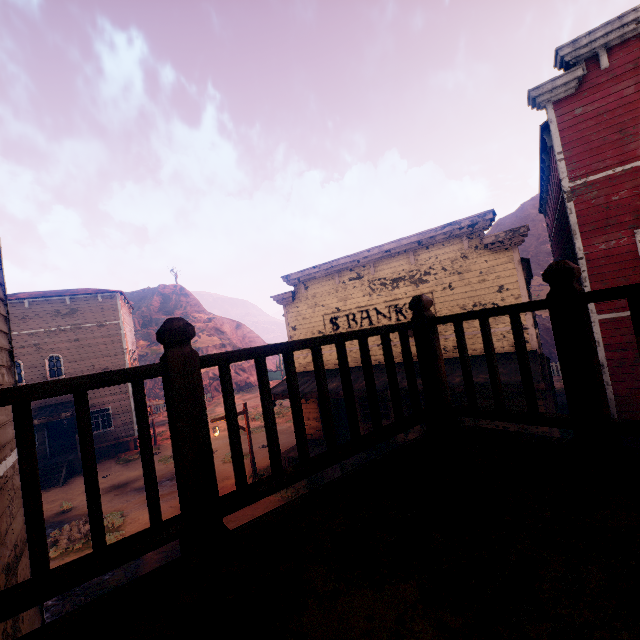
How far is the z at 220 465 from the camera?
14.3m

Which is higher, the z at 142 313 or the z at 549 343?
the z at 142 313

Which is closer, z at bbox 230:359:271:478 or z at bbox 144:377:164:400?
z at bbox 230:359:271:478

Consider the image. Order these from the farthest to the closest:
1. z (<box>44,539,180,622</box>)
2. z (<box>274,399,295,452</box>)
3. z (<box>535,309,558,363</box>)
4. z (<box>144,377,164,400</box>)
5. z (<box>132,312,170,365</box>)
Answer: z (<box>132,312,170,365</box>), z (<box>144,377,164,400</box>), z (<box>535,309,558,363</box>), z (<box>274,399,295,452</box>), z (<box>44,539,180,622</box>)

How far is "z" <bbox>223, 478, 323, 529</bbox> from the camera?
11.04m

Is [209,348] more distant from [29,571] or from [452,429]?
[452,429]

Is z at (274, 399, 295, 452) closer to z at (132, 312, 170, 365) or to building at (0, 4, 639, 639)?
building at (0, 4, 639, 639)
